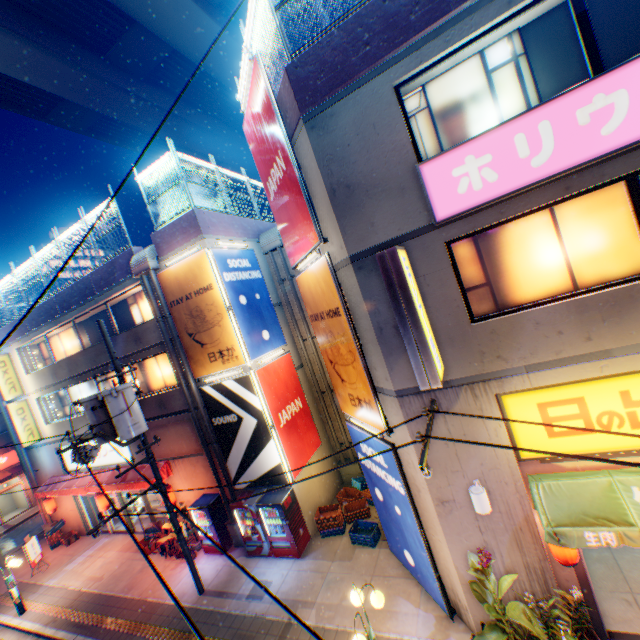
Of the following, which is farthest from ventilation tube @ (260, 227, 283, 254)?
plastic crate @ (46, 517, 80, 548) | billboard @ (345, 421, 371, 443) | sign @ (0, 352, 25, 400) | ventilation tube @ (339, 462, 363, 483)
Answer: plastic crate @ (46, 517, 80, 548)

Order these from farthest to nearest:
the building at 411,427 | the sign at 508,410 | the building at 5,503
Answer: the building at 5,503, the building at 411,427, the sign at 508,410

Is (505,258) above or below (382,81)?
below

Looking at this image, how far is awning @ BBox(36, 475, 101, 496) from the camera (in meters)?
15.64

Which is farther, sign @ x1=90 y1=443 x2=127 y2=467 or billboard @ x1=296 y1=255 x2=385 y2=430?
sign @ x1=90 y1=443 x2=127 y2=467

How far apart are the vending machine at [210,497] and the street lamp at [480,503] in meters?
10.4

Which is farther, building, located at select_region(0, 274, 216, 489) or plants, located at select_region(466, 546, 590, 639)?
building, located at select_region(0, 274, 216, 489)

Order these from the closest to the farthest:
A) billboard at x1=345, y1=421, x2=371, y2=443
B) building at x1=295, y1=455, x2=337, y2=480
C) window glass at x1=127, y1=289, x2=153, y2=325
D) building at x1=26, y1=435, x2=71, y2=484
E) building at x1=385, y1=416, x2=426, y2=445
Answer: building at x1=385, y1=416, x2=426, y2=445 → billboard at x1=345, y1=421, x2=371, y2=443 → building at x1=295, y1=455, x2=337, y2=480 → window glass at x1=127, y1=289, x2=153, y2=325 → building at x1=26, y1=435, x2=71, y2=484
